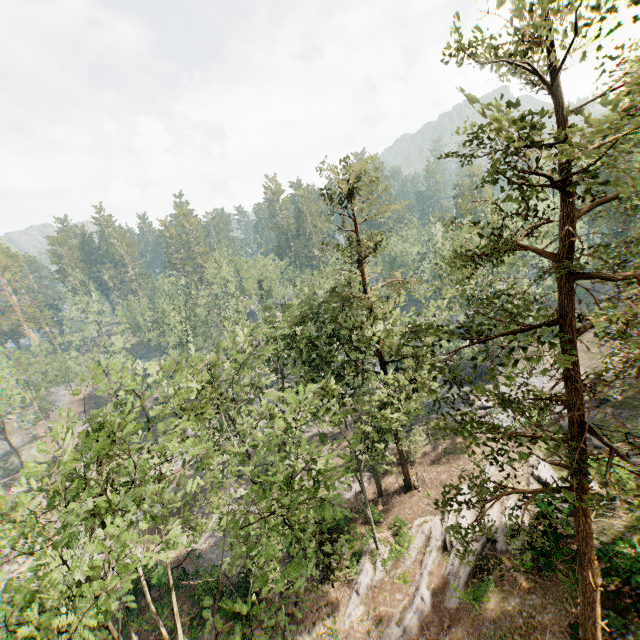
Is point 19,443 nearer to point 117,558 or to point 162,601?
point 162,601
